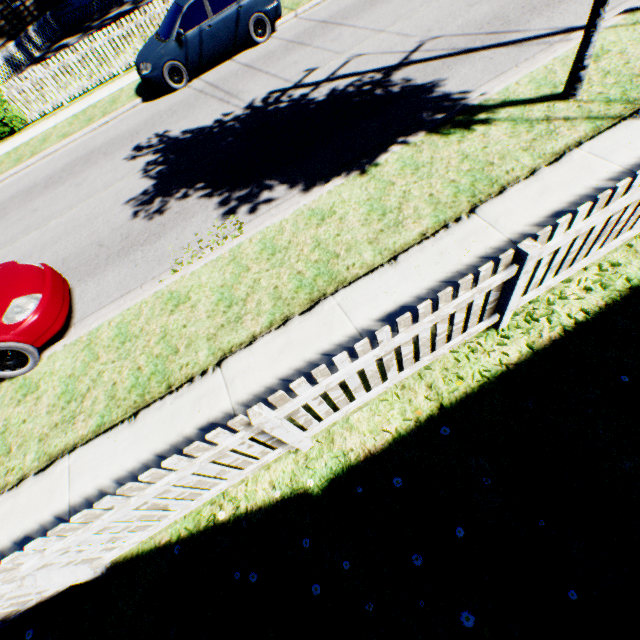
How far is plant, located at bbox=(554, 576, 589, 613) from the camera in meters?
2.3

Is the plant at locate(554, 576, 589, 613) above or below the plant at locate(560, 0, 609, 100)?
below

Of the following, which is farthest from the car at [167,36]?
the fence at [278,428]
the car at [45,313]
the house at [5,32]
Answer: the house at [5,32]

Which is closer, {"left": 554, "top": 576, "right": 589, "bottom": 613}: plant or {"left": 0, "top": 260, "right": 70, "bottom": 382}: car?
{"left": 554, "top": 576, "right": 589, "bottom": 613}: plant

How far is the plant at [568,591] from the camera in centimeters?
235cm

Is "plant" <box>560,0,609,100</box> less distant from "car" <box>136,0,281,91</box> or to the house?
"car" <box>136,0,281,91</box>

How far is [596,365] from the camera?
3.14m

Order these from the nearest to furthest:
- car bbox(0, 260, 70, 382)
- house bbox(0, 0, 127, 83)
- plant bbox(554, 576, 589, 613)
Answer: plant bbox(554, 576, 589, 613) < car bbox(0, 260, 70, 382) < house bbox(0, 0, 127, 83)
